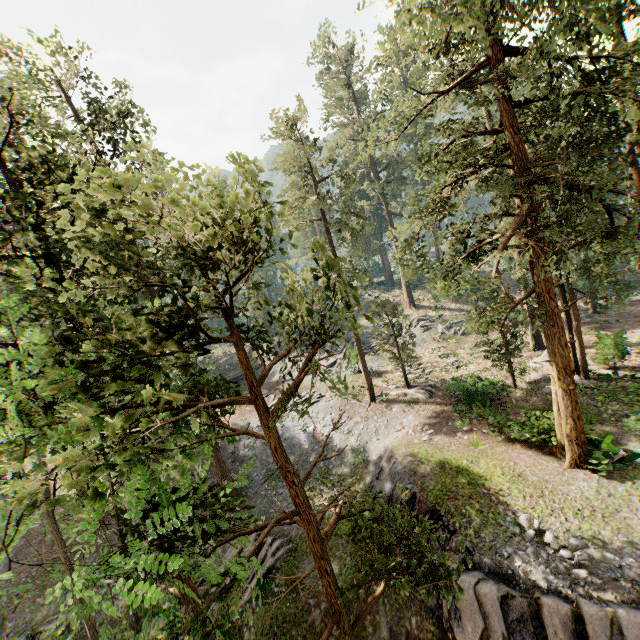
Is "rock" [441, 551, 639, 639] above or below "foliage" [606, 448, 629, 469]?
below

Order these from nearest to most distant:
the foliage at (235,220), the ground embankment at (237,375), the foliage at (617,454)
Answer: the foliage at (235,220), the foliage at (617,454), the ground embankment at (237,375)

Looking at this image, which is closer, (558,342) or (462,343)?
(558,342)

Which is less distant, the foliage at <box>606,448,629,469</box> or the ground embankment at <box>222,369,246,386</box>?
the foliage at <box>606,448,629,469</box>

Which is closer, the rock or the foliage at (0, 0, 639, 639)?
the foliage at (0, 0, 639, 639)

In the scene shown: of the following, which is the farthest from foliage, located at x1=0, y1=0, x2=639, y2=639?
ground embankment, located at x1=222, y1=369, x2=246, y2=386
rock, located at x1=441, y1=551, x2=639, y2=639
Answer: ground embankment, located at x1=222, y1=369, x2=246, y2=386

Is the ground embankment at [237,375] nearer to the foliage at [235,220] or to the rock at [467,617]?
the foliage at [235,220]
